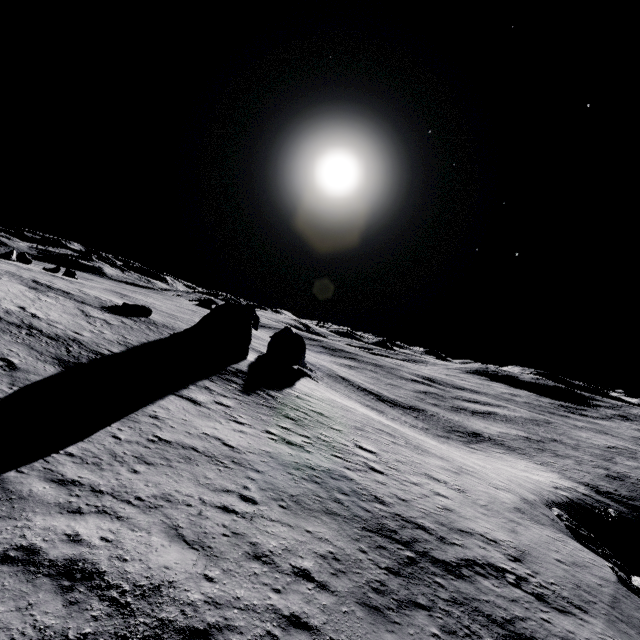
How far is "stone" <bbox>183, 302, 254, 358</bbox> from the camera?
35.8m

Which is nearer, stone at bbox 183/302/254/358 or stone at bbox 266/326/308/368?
stone at bbox 183/302/254/358

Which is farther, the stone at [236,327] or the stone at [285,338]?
the stone at [285,338]

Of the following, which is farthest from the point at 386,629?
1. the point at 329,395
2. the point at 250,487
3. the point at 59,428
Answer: the point at 329,395

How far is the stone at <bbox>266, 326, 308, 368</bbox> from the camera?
47.5m

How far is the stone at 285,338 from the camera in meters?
47.5
